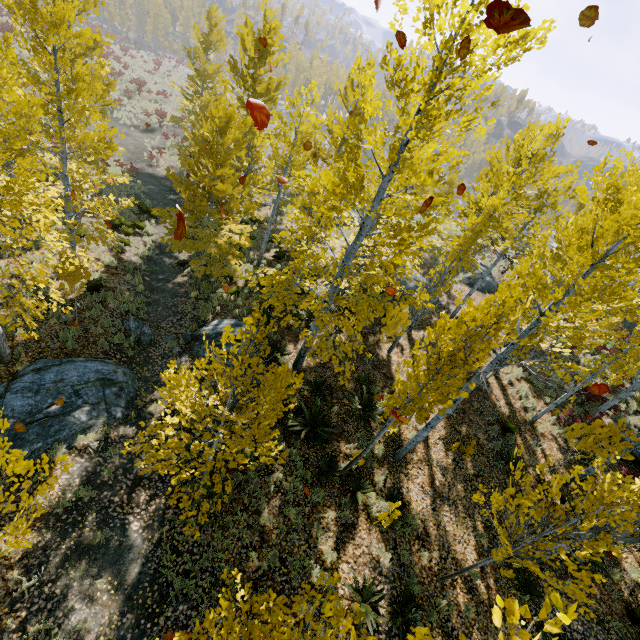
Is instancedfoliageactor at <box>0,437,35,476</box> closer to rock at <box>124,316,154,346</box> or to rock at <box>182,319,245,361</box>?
rock at <box>182,319,245,361</box>

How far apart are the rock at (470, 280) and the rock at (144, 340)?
18.8 meters

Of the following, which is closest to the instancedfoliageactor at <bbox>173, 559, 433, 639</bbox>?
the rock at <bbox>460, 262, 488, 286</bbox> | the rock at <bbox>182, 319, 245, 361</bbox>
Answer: the rock at <bbox>182, 319, 245, 361</bbox>

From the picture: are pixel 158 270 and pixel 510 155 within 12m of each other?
no

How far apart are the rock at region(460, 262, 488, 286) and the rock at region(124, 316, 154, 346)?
18.8 meters

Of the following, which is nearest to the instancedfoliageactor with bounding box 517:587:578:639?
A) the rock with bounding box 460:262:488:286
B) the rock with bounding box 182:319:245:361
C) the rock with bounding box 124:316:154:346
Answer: the rock with bounding box 182:319:245:361

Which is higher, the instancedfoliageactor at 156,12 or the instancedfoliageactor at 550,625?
the instancedfoliageactor at 550,625

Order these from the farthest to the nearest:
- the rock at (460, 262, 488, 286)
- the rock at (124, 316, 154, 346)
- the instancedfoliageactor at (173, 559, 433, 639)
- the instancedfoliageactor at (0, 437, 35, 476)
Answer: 1. the rock at (460, 262, 488, 286)
2. the rock at (124, 316, 154, 346)
3. the instancedfoliageactor at (0, 437, 35, 476)
4. the instancedfoliageactor at (173, 559, 433, 639)
